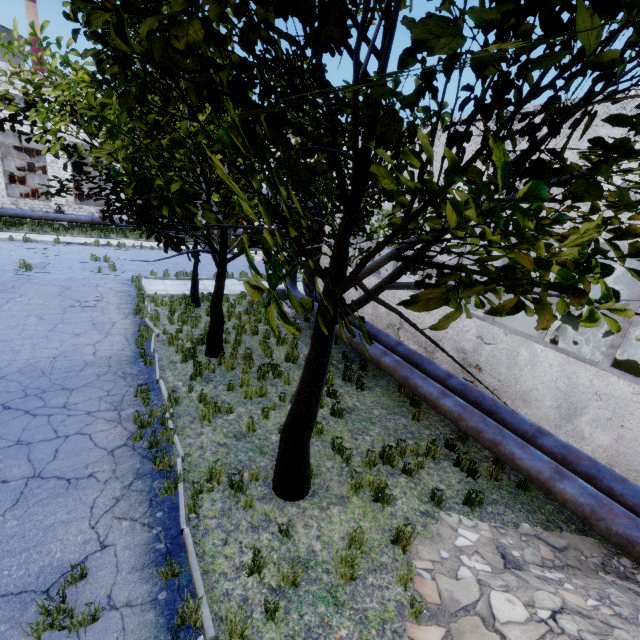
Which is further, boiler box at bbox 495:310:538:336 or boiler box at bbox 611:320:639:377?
boiler box at bbox 495:310:538:336

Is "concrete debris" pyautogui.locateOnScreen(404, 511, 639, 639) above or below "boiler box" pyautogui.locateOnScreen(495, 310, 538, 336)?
below

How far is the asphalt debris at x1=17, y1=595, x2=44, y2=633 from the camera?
3.7m

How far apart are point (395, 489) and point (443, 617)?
2.1 meters

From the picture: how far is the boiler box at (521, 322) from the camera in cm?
882

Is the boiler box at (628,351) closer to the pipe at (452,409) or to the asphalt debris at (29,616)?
the pipe at (452,409)

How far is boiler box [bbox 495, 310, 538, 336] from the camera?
8.8m
